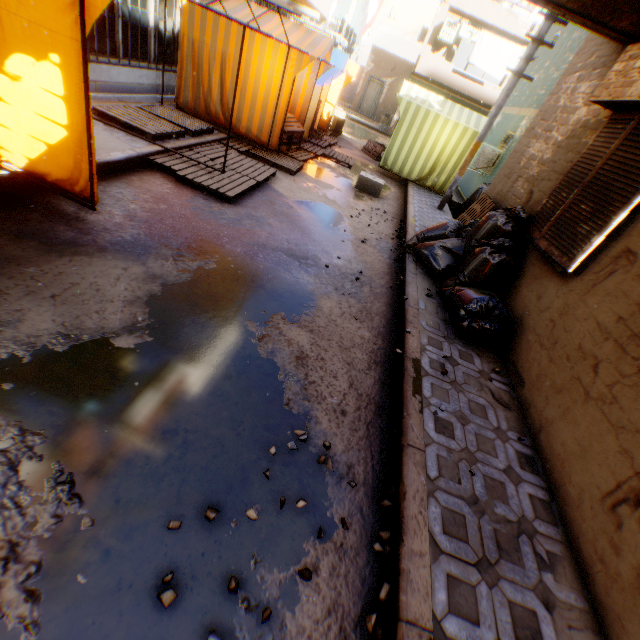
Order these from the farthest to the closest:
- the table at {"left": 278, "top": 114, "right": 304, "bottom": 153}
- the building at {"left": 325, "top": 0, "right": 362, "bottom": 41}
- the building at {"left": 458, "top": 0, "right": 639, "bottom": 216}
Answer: the building at {"left": 325, "top": 0, "right": 362, "bottom": 41} → the table at {"left": 278, "top": 114, "right": 304, "bottom": 153} → the building at {"left": 458, "top": 0, "right": 639, "bottom": 216}

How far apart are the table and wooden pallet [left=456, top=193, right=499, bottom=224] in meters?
3.8 m

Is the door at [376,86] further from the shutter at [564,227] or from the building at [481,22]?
the shutter at [564,227]

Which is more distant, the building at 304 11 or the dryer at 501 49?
the dryer at 501 49

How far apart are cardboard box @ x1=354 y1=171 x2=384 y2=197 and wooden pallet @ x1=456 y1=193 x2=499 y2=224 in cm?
180

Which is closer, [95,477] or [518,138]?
[95,477]

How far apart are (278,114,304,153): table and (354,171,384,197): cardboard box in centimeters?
126cm

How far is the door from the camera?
24.33m
